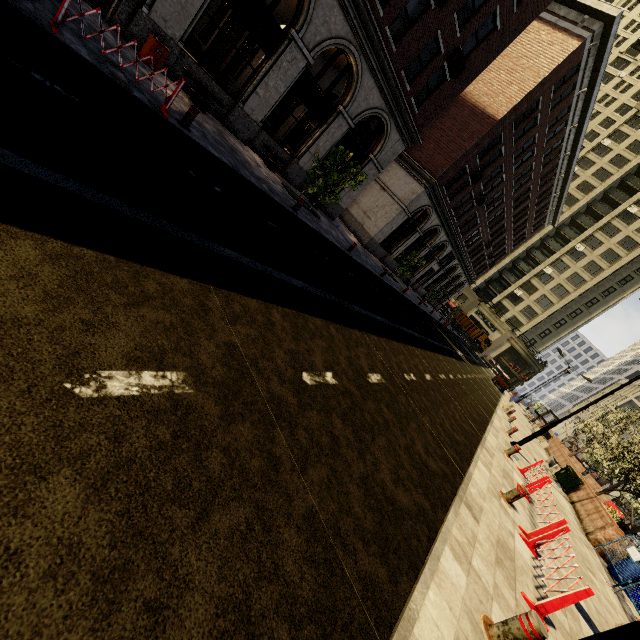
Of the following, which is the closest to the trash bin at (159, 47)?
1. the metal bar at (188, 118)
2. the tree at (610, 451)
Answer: the metal bar at (188, 118)

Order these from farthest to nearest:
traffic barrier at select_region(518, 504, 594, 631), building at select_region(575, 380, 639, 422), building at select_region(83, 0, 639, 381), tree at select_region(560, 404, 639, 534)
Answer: building at select_region(575, 380, 639, 422) → tree at select_region(560, 404, 639, 534) → building at select_region(83, 0, 639, 381) → traffic barrier at select_region(518, 504, 594, 631)

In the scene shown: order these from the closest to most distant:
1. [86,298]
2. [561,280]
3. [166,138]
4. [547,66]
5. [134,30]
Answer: [86,298] < [166,138] < [134,30] < [547,66] < [561,280]

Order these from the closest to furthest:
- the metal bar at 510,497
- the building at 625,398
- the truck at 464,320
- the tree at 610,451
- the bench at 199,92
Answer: the metal bar at 510,497
the bench at 199,92
the tree at 610,451
the building at 625,398
the truck at 464,320

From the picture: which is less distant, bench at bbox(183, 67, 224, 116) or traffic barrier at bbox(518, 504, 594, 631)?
traffic barrier at bbox(518, 504, 594, 631)

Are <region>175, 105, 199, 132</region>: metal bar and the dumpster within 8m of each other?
no

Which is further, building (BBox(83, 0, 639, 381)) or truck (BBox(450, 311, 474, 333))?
truck (BBox(450, 311, 474, 333))

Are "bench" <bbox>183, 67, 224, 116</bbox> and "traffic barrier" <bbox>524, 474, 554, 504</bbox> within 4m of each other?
no
